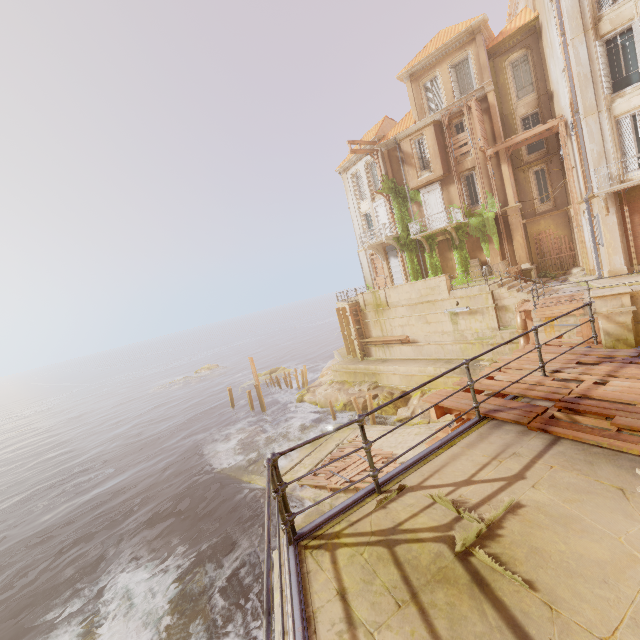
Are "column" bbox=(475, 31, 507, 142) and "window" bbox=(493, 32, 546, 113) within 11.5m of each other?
yes

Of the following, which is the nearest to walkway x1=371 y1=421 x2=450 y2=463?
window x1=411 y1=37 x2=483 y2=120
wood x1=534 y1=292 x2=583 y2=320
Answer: wood x1=534 y1=292 x2=583 y2=320

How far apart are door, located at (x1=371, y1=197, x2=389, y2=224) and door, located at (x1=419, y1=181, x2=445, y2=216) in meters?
3.1 m

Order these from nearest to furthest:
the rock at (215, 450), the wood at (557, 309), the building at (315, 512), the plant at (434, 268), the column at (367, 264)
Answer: the building at (315, 512) < the wood at (557, 309) < the rock at (215, 450) < the plant at (434, 268) < the column at (367, 264)

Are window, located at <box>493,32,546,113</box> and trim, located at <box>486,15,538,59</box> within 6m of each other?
yes

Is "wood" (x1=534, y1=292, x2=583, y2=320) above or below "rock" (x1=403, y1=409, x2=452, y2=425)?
above

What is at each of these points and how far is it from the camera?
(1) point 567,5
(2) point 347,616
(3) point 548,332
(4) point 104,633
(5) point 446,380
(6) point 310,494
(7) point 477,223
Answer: (1) column, 15.90m
(2) building, 2.59m
(3) building, 14.58m
(4) rock, 11.17m
(5) building, 20.30m
(6) walkway, 15.12m
(7) plant, 23.67m

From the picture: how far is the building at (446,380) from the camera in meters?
19.5
